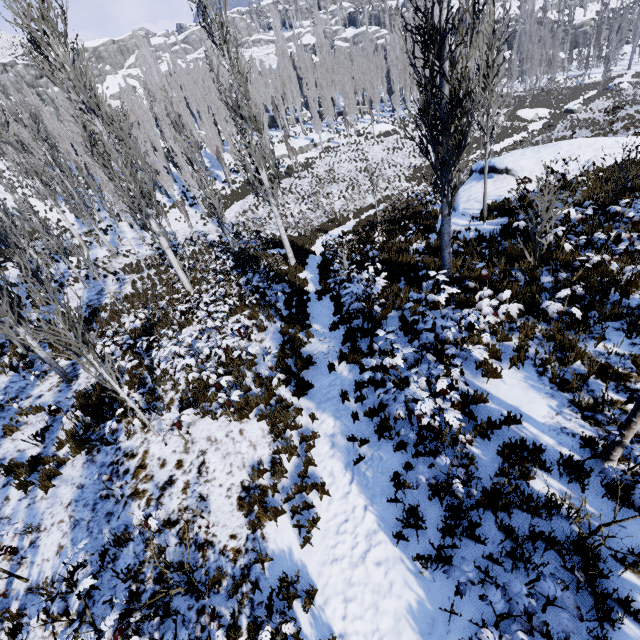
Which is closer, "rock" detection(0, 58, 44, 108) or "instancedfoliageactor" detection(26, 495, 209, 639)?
"instancedfoliageactor" detection(26, 495, 209, 639)

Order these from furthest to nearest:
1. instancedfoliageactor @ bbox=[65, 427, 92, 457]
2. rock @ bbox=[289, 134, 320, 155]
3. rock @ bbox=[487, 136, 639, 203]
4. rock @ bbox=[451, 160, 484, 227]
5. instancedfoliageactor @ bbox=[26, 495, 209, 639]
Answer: rock @ bbox=[289, 134, 320, 155] < rock @ bbox=[487, 136, 639, 203] < rock @ bbox=[451, 160, 484, 227] < instancedfoliageactor @ bbox=[65, 427, 92, 457] < instancedfoliageactor @ bbox=[26, 495, 209, 639]

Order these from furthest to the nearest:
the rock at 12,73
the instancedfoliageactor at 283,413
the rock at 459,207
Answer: the rock at 12,73 → the rock at 459,207 → the instancedfoliageactor at 283,413

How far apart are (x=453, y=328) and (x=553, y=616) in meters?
3.6

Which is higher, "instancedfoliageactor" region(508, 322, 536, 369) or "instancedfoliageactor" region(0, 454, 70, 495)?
"instancedfoliageactor" region(508, 322, 536, 369)

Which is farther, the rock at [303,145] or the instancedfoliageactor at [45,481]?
the rock at [303,145]

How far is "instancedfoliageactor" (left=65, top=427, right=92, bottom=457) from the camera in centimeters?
761cm
